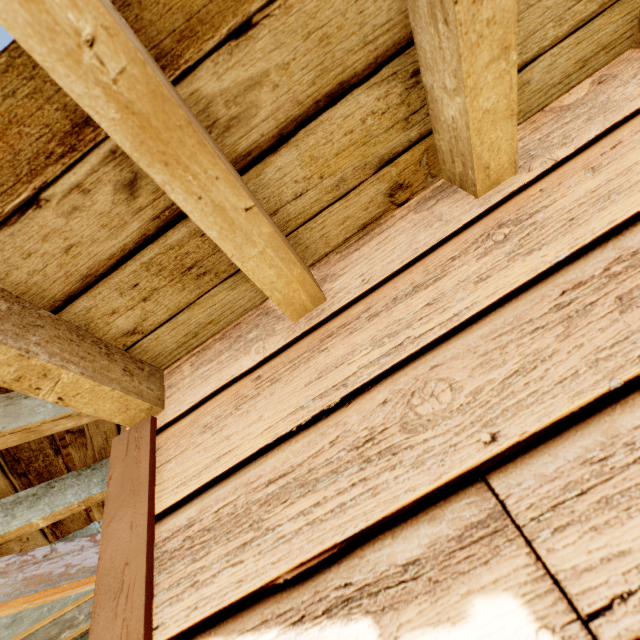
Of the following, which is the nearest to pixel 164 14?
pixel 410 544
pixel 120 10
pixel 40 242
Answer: pixel 120 10
